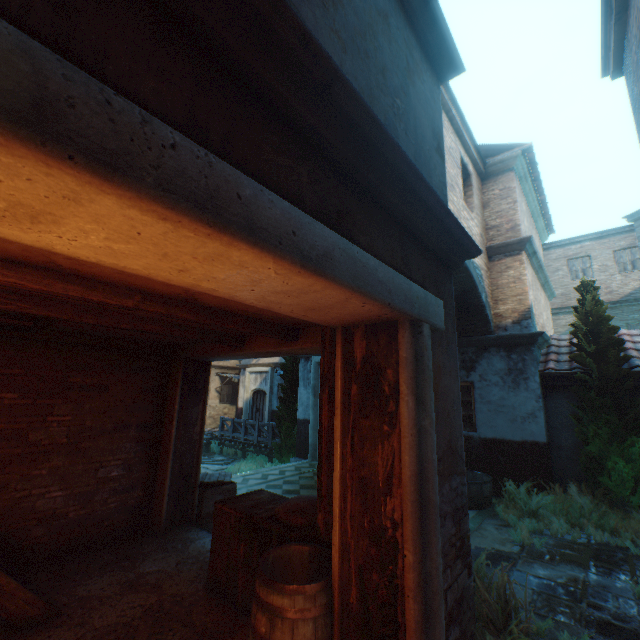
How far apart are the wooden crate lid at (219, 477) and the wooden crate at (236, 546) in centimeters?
202cm

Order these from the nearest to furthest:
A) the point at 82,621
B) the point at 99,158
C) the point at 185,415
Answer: the point at 99,158 → the point at 82,621 → the point at 185,415

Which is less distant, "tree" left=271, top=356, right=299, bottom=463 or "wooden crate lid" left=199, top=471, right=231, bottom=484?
"wooden crate lid" left=199, top=471, right=231, bottom=484

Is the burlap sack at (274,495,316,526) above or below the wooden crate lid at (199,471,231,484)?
above

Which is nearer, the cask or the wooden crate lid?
the wooden crate lid

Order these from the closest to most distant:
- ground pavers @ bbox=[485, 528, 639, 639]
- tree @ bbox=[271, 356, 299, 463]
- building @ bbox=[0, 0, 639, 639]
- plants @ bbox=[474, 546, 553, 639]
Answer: building @ bbox=[0, 0, 639, 639], plants @ bbox=[474, 546, 553, 639], ground pavers @ bbox=[485, 528, 639, 639], tree @ bbox=[271, 356, 299, 463]

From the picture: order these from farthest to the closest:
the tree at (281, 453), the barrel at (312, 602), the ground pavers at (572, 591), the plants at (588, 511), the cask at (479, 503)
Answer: the tree at (281, 453) < the cask at (479, 503) < the plants at (588, 511) < the ground pavers at (572, 591) < the barrel at (312, 602)

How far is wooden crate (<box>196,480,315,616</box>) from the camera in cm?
332
